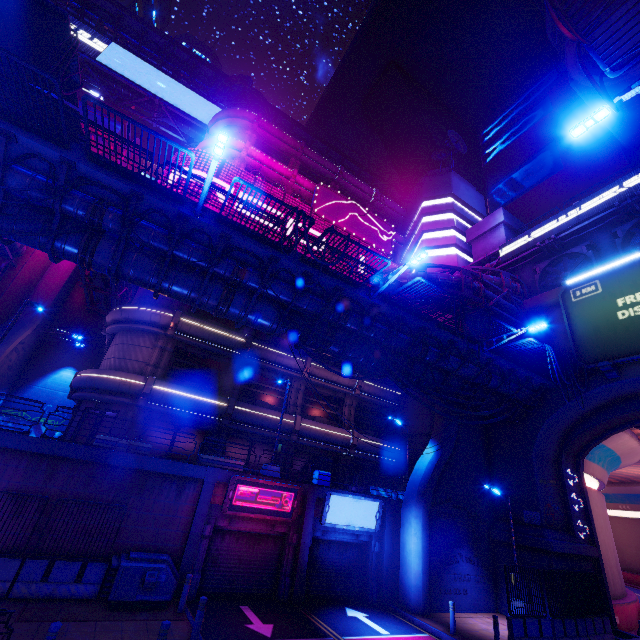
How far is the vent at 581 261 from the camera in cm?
2289

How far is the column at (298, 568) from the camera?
14.7m

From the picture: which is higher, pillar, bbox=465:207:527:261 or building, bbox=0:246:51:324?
pillar, bbox=465:207:527:261

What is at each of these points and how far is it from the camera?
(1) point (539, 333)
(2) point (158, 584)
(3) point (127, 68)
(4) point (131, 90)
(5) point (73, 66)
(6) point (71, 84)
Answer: (1) wall arch, 21.8 meters
(2) generator, 11.3 meters
(3) sign, 34.4 meters
(4) pipe, 35.2 meters
(5) awning, 14.0 meters
(6) awning, 14.7 meters

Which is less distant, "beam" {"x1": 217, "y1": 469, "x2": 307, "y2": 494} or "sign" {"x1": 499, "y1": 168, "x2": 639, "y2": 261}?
"beam" {"x1": 217, "y1": 469, "x2": 307, "y2": 494}

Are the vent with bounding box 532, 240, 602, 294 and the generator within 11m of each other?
no

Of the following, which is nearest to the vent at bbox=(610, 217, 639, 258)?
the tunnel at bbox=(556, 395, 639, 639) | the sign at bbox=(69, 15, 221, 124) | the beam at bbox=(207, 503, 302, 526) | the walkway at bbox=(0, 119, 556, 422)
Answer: the tunnel at bbox=(556, 395, 639, 639)

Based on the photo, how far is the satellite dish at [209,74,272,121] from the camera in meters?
33.6 m
